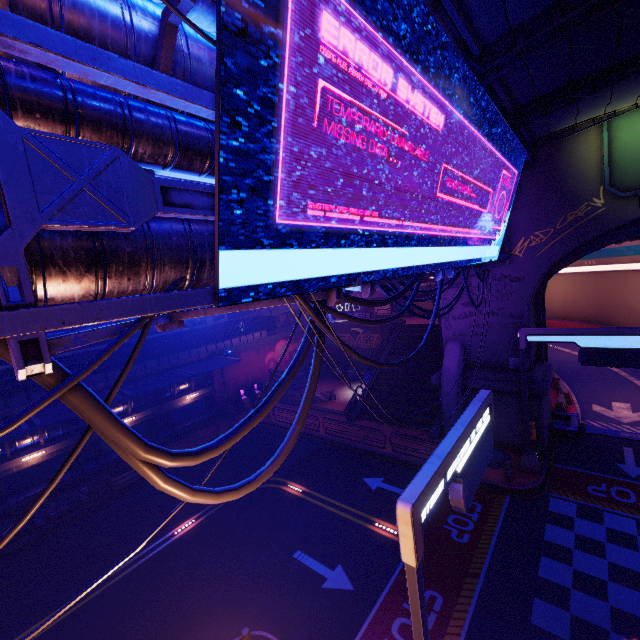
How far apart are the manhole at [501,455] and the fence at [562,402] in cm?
829

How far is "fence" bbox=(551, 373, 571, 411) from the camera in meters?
21.3

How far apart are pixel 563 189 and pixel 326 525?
19.2m

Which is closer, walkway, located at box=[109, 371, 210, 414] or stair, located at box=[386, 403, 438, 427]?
stair, located at box=[386, 403, 438, 427]

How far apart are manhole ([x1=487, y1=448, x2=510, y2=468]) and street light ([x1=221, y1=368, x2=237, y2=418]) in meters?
19.2 m

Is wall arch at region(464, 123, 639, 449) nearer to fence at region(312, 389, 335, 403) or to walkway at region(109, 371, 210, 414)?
fence at region(312, 389, 335, 403)

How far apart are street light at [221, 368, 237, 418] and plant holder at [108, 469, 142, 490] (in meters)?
7.73

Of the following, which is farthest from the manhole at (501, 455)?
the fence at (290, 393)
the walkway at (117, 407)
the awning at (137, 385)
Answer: the walkway at (117, 407)
